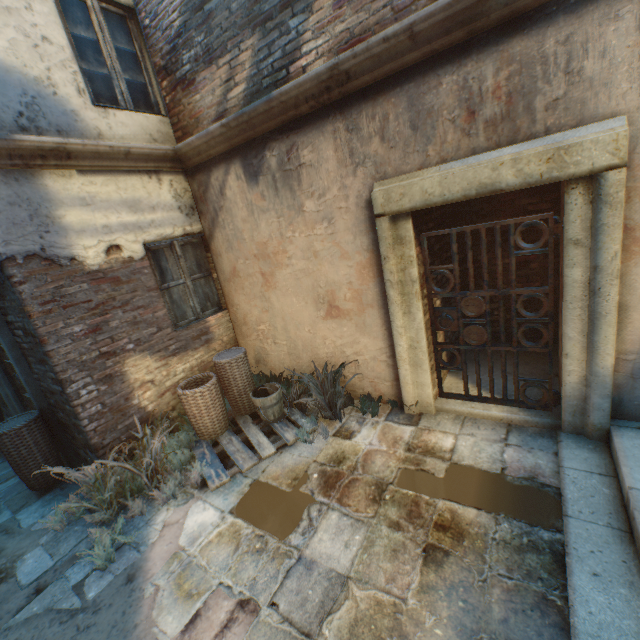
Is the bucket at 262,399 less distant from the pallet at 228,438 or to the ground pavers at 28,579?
the pallet at 228,438

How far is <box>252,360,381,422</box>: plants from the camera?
4.2 meters

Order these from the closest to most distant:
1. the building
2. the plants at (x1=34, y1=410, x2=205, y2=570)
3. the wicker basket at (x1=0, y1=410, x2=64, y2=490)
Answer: the building < the plants at (x1=34, y1=410, x2=205, y2=570) < the wicker basket at (x1=0, y1=410, x2=64, y2=490)

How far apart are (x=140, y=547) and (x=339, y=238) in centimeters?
385cm

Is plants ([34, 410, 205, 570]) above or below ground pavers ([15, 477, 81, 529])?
above

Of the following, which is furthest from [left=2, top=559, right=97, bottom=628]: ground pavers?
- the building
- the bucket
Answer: the bucket

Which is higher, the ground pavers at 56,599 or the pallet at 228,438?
the pallet at 228,438

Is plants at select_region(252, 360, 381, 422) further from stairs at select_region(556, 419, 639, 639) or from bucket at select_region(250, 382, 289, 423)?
stairs at select_region(556, 419, 639, 639)
